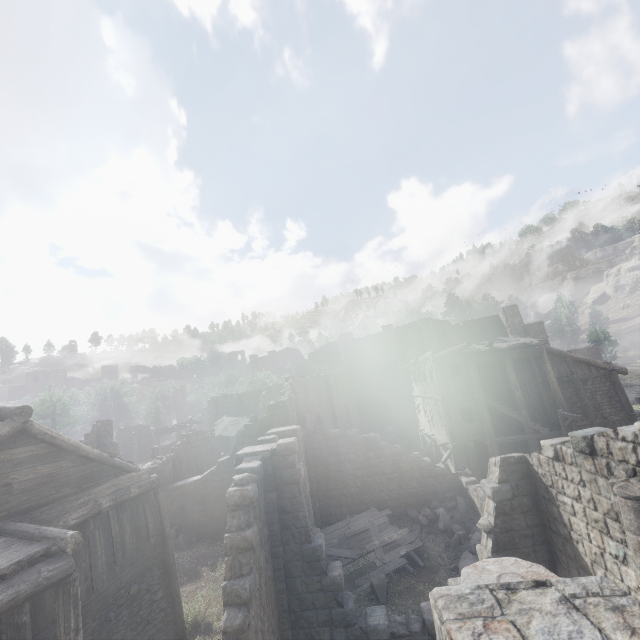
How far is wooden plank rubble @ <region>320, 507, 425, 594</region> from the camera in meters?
13.7 m

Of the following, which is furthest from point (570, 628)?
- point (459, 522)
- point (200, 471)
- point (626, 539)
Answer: point (200, 471)

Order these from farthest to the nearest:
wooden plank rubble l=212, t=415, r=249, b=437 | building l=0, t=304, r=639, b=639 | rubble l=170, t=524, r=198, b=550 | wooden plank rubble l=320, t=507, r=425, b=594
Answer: wooden plank rubble l=212, t=415, r=249, b=437 → rubble l=170, t=524, r=198, b=550 → wooden plank rubble l=320, t=507, r=425, b=594 → building l=0, t=304, r=639, b=639

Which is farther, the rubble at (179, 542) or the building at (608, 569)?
the rubble at (179, 542)

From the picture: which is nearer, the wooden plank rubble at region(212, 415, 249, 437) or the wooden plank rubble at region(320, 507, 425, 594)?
the wooden plank rubble at region(320, 507, 425, 594)

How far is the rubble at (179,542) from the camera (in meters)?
18.67

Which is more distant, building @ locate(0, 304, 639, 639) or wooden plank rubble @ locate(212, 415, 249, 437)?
wooden plank rubble @ locate(212, 415, 249, 437)

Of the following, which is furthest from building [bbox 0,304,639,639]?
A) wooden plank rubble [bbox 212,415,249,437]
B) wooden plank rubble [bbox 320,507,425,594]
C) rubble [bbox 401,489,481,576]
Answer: wooden plank rubble [bbox 212,415,249,437]
